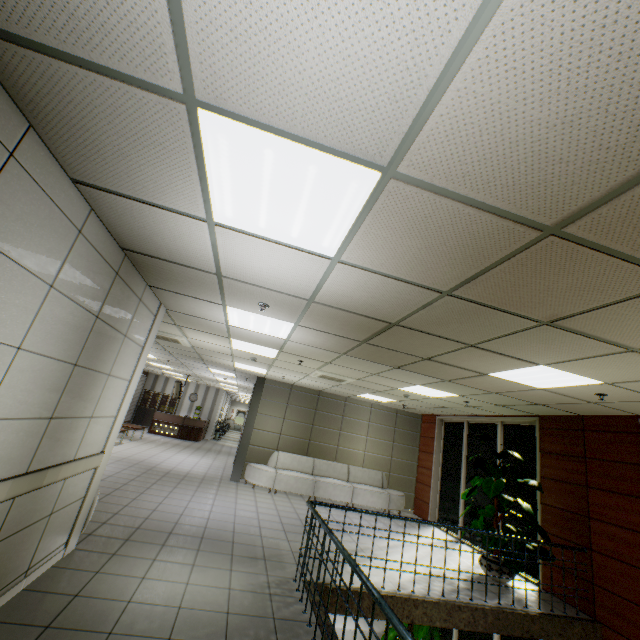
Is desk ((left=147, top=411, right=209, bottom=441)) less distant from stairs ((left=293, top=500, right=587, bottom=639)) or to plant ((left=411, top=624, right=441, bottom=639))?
plant ((left=411, top=624, right=441, bottom=639))

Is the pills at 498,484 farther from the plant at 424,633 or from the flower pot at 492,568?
the plant at 424,633

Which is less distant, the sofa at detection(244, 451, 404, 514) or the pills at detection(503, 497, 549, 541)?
the pills at detection(503, 497, 549, 541)

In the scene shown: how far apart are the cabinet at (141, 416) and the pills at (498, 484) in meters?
18.3

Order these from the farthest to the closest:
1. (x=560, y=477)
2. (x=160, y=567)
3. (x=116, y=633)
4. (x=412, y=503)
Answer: (x=412, y=503) < (x=560, y=477) < (x=160, y=567) < (x=116, y=633)

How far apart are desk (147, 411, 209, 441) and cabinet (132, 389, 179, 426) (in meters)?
1.40

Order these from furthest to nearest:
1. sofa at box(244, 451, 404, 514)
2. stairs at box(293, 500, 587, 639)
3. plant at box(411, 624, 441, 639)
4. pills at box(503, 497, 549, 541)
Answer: sofa at box(244, 451, 404, 514)
plant at box(411, 624, 441, 639)
pills at box(503, 497, 549, 541)
stairs at box(293, 500, 587, 639)

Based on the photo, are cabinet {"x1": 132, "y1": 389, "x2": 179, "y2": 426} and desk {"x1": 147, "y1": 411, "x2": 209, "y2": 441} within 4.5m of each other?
yes
